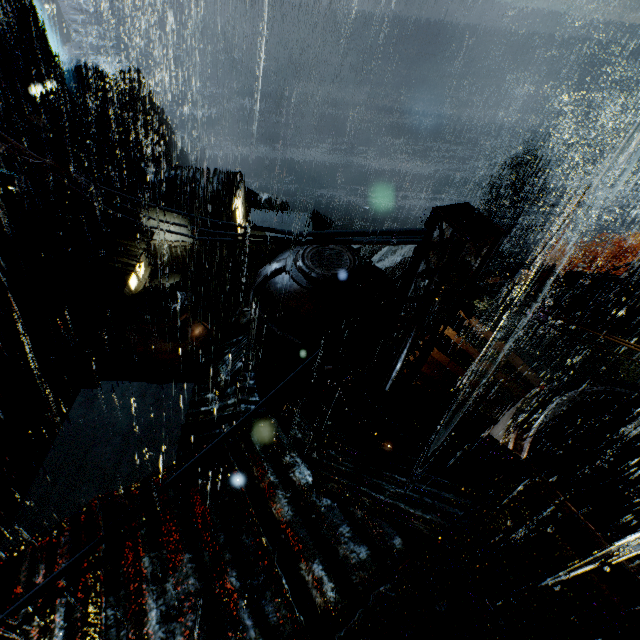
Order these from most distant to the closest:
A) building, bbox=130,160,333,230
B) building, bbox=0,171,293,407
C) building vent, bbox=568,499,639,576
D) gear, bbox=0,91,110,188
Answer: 1. building, bbox=130,160,333,230
2. gear, bbox=0,91,110,188
3. building, bbox=0,171,293,407
4. building vent, bbox=568,499,639,576

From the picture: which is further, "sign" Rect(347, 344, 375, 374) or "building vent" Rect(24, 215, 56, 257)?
"building vent" Rect(24, 215, 56, 257)

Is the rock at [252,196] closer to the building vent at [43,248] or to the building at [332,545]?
the building at [332,545]

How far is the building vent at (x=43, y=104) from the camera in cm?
3247

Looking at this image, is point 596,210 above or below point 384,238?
below

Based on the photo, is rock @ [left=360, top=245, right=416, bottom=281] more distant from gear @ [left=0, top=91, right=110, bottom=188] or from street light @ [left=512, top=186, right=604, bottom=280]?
street light @ [left=512, top=186, right=604, bottom=280]

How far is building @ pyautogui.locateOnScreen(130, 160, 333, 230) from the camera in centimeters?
2673cm

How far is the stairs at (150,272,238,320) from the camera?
31.02m
